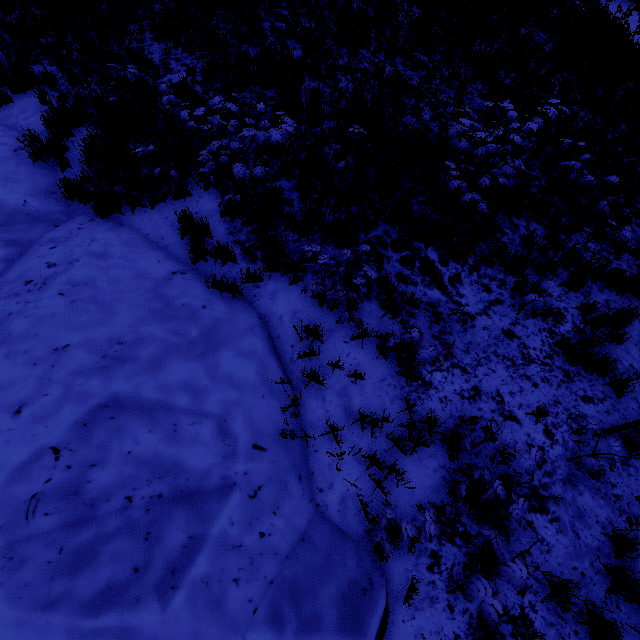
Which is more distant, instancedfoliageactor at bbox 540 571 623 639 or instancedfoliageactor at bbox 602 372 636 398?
instancedfoliageactor at bbox 602 372 636 398

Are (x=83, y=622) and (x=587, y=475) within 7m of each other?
yes

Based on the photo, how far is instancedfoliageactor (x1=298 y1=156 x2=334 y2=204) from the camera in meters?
5.8 m

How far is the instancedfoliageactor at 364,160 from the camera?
5.7m

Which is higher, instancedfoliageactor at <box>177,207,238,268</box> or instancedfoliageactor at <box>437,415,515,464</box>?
instancedfoliageactor at <box>177,207,238,268</box>

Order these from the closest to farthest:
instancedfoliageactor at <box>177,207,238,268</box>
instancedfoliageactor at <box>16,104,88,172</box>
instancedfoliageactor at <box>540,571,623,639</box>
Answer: instancedfoliageactor at <box>540,571,623,639</box>, instancedfoliageactor at <box>177,207,238,268</box>, instancedfoliageactor at <box>16,104,88,172</box>
